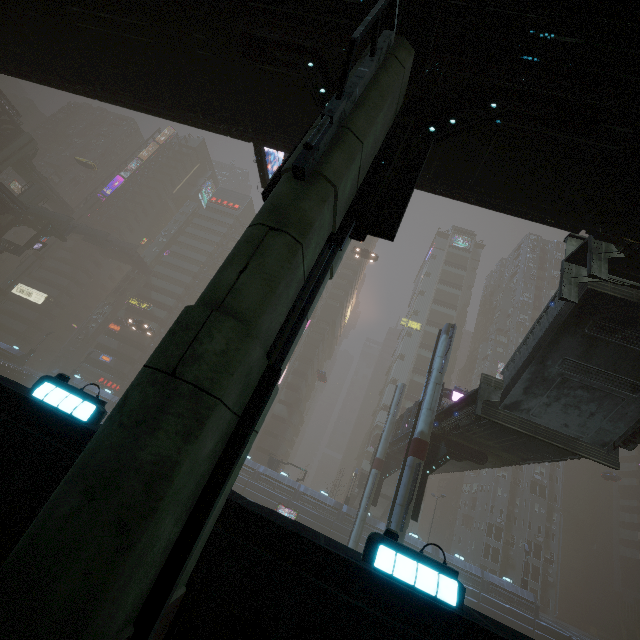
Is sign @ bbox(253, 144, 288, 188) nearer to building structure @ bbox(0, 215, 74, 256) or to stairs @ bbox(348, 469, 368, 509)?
stairs @ bbox(348, 469, 368, 509)

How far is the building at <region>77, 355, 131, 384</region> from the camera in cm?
5843

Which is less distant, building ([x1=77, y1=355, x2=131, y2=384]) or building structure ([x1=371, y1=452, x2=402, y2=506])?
building structure ([x1=371, y1=452, x2=402, y2=506])

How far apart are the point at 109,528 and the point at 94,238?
70.5m

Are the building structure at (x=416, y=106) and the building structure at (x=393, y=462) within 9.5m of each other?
no

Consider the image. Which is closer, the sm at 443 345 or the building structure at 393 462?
the sm at 443 345

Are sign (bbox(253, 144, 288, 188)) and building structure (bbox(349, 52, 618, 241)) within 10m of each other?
yes

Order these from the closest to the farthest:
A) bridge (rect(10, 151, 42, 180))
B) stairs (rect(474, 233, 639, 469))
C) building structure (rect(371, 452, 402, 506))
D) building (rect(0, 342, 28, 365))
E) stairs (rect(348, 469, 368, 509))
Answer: stairs (rect(474, 233, 639, 469)), building structure (rect(371, 452, 402, 506)), stairs (rect(348, 469, 368, 509)), building (rect(0, 342, 28, 365)), bridge (rect(10, 151, 42, 180))
